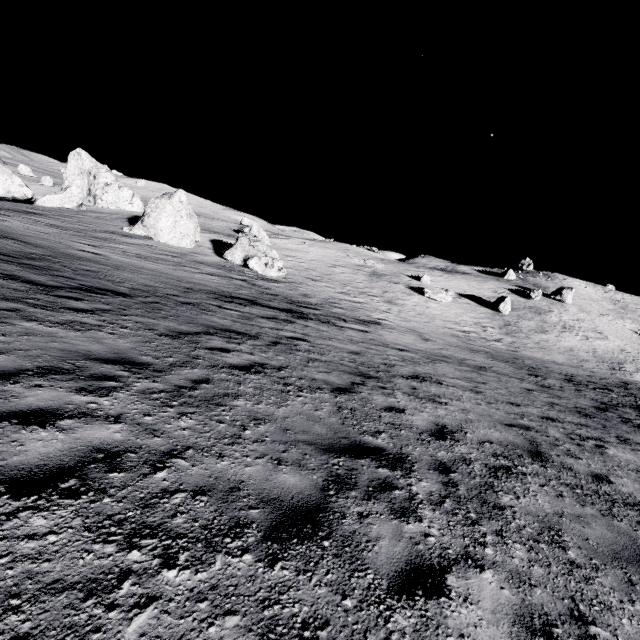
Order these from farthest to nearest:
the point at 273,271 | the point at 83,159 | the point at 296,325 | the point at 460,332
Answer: the point at 83,159 → the point at 460,332 → the point at 273,271 → the point at 296,325

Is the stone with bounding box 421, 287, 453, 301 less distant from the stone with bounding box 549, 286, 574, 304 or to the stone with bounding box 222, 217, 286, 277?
the stone with bounding box 222, 217, 286, 277

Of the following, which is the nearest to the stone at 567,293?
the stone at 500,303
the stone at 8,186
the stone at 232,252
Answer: the stone at 500,303

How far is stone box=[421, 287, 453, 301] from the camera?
37.1 meters

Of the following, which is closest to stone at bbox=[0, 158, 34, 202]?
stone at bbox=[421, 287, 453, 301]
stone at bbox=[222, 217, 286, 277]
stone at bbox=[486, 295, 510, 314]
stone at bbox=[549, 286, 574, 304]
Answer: stone at bbox=[222, 217, 286, 277]

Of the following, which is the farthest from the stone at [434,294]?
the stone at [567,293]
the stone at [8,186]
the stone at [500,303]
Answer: the stone at [8,186]

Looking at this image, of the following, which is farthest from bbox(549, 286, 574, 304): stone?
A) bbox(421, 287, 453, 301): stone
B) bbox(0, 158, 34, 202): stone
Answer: bbox(0, 158, 34, 202): stone

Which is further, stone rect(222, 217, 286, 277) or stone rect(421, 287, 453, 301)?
stone rect(421, 287, 453, 301)
